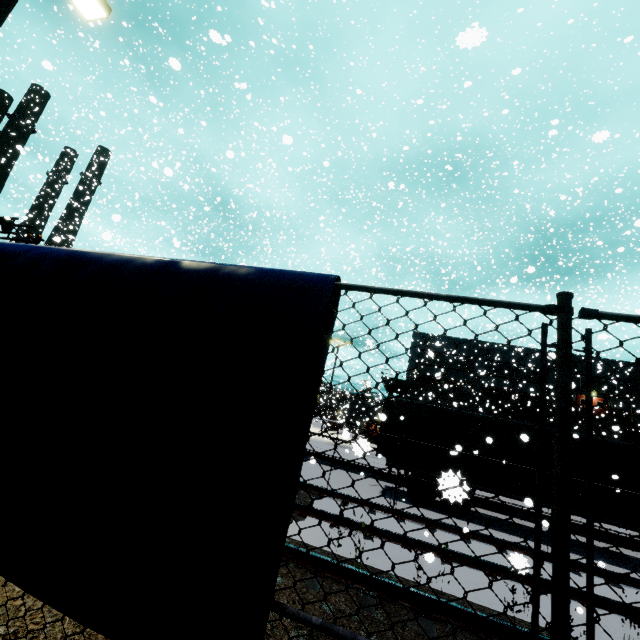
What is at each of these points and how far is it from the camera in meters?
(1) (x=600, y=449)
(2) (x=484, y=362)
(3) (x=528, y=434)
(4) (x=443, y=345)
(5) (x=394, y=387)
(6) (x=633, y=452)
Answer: (1) semi trailer, 11.4
(2) building, 40.5
(3) semi trailer, 12.1
(4) building, 42.2
(5) balcony, 48.7
(6) semi trailer, 11.2

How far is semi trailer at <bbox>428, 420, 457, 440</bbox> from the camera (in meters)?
Answer: 12.84

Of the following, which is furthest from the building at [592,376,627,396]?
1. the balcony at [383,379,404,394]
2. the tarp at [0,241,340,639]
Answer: the tarp at [0,241,340,639]

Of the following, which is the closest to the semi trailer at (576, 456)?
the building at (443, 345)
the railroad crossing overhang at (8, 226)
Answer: the building at (443, 345)

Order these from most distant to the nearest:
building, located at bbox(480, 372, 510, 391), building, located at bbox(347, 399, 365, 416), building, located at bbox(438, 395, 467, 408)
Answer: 1. building, located at bbox(347, 399, 365, 416)
2. building, located at bbox(480, 372, 510, 391)
3. building, located at bbox(438, 395, 467, 408)

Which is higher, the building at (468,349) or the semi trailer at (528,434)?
the building at (468,349)

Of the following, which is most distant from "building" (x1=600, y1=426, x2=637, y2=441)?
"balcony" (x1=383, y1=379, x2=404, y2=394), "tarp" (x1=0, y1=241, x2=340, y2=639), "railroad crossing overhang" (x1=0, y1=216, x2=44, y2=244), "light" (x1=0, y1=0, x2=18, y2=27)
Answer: "light" (x1=0, y1=0, x2=18, y2=27)

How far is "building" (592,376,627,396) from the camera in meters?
36.2 m
